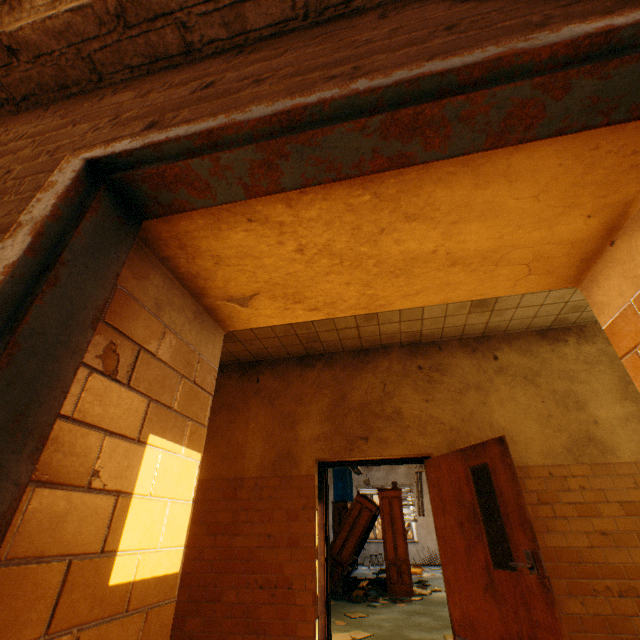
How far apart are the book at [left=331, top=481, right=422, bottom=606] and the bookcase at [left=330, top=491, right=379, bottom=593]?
0.0 meters

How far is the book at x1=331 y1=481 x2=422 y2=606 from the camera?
7.1 meters

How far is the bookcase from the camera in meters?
7.9 m

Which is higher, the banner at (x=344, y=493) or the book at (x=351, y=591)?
the banner at (x=344, y=493)

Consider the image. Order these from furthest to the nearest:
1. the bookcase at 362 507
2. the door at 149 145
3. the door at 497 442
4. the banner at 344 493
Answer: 1. the banner at 344 493
2. the bookcase at 362 507
3. the door at 497 442
4. the door at 149 145

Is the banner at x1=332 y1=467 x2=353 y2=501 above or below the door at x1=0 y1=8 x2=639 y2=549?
above

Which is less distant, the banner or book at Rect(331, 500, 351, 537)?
book at Rect(331, 500, 351, 537)

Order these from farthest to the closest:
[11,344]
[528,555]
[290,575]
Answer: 1. [290,575]
2. [528,555]
3. [11,344]
